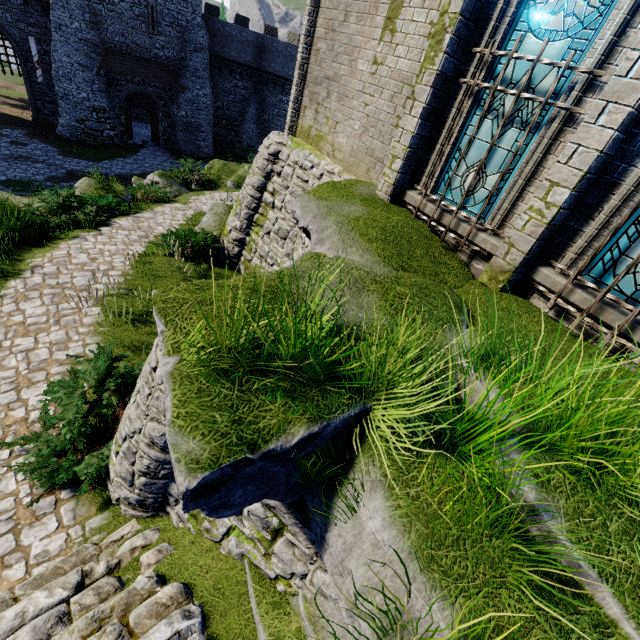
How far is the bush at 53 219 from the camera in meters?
11.1 m

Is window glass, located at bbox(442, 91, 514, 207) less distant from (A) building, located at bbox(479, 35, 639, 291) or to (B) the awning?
(A) building, located at bbox(479, 35, 639, 291)

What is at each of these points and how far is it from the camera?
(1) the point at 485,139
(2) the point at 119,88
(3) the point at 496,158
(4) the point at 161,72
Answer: (1) window glass, 5.5m
(2) building, 26.2m
(3) window glass, 5.5m
(4) awning, 26.5m

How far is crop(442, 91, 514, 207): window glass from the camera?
5.3 meters

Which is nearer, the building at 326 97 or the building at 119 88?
the building at 326 97

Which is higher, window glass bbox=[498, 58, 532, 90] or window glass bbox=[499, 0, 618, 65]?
window glass bbox=[499, 0, 618, 65]

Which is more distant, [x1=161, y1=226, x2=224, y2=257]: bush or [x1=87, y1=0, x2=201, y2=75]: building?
[x1=87, y1=0, x2=201, y2=75]: building

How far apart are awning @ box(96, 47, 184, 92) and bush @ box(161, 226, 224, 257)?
22.5 meters
